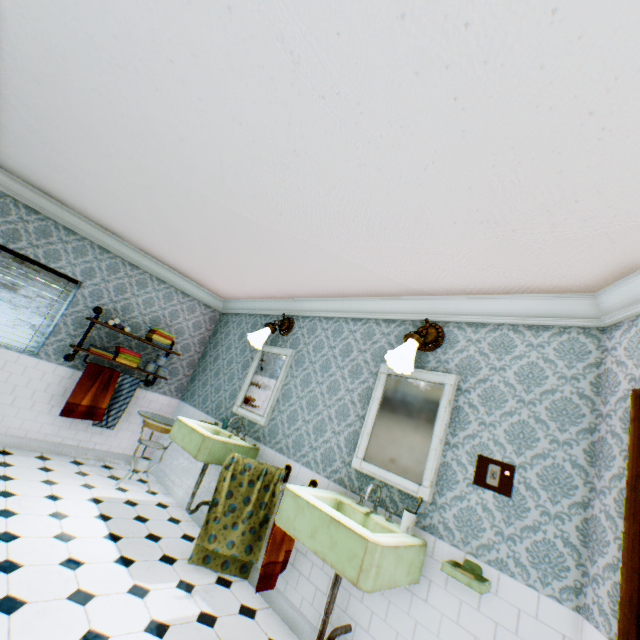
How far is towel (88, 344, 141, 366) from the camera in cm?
455

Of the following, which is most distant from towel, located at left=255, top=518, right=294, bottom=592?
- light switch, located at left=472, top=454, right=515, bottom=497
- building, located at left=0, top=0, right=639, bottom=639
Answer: light switch, located at left=472, top=454, right=515, bottom=497

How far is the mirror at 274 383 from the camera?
4.2m

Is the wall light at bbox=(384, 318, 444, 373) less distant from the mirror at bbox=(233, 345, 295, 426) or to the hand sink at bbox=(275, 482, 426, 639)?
the hand sink at bbox=(275, 482, 426, 639)

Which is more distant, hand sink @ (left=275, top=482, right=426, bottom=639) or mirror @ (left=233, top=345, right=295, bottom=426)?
mirror @ (left=233, top=345, right=295, bottom=426)

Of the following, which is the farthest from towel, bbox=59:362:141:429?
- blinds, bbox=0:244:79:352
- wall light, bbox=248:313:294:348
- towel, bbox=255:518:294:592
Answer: towel, bbox=255:518:294:592

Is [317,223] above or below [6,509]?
Result: above

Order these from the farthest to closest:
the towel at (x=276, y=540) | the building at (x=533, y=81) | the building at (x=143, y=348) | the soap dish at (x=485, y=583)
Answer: the building at (x=143, y=348)
the towel at (x=276, y=540)
the soap dish at (x=485, y=583)
the building at (x=533, y=81)
